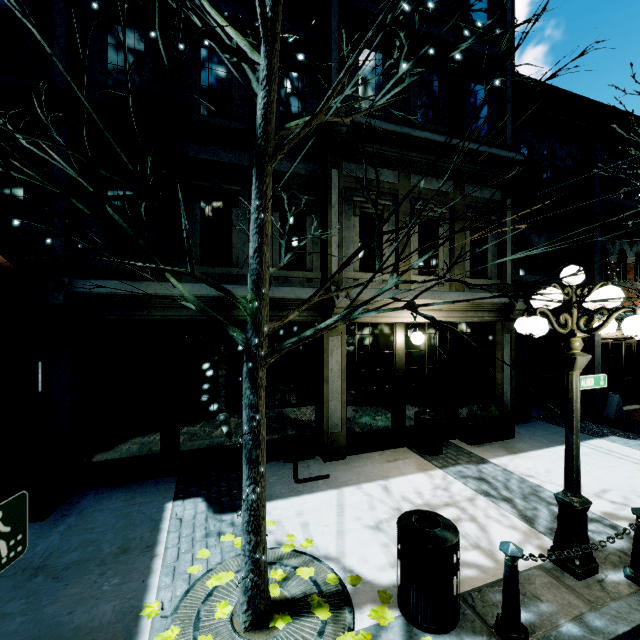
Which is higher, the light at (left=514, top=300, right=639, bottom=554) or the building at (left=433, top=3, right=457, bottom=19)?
the building at (left=433, top=3, right=457, bottom=19)

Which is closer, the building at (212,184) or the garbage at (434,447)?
the building at (212,184)

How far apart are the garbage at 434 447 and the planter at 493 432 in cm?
79

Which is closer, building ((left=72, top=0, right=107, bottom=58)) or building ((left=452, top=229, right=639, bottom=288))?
building ((left=72, top=0, right=107, bottom=58))

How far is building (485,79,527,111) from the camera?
8.55m

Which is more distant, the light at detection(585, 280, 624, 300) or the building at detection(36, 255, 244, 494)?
the building at detection(36, 255, 244, 494)

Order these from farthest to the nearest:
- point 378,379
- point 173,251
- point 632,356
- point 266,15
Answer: point 632,356, point 378,379, point 173,251, point 266,15

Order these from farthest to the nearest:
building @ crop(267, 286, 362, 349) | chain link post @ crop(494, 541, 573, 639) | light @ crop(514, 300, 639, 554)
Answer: building @ crop(267, 286, 362, 349)
light @ crop(514, 300, 639, 554)
chain link post @ crop(494, 541, 573, 639)
